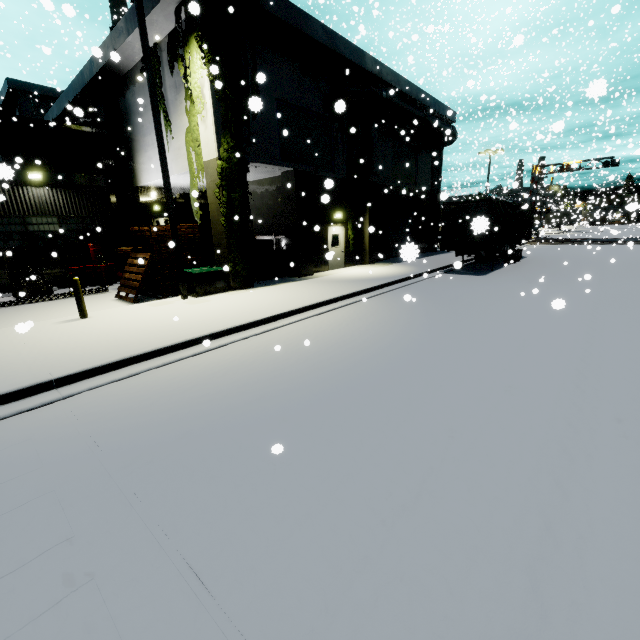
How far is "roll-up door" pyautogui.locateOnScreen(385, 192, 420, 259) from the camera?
19.1 meters

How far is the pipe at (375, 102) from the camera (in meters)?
15.84

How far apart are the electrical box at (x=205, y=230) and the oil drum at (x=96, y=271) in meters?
5.5

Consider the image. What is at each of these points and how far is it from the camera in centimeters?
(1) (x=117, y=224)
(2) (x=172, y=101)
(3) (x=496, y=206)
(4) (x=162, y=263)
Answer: (1) building, 3162cm
(2) building, 1349cm
(3) cargo container, 1597cm
(4) pallet, 1314cm

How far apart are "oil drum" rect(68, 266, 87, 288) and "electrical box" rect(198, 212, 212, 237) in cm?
729

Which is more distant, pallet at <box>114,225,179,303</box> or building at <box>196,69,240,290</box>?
pallet at <box>114,225,179,303</box>

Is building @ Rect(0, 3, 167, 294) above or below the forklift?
above

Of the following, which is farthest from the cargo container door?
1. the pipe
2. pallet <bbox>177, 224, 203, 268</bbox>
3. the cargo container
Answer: pallet <bbox>177, 224, 203, 268</bbox>
